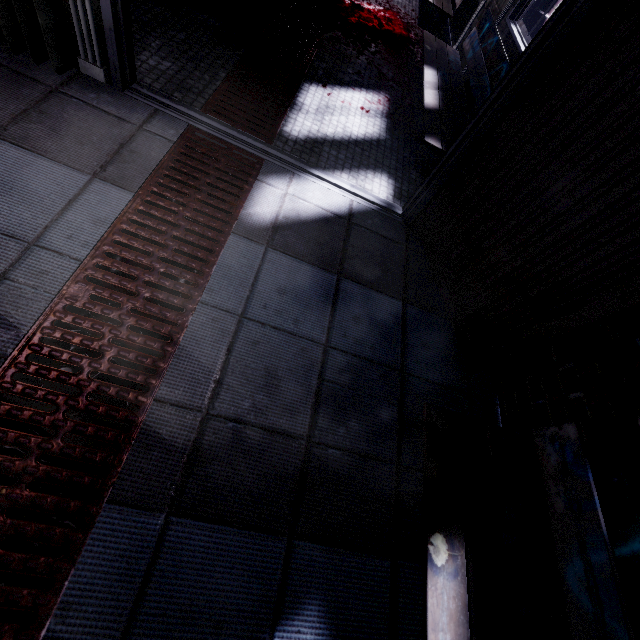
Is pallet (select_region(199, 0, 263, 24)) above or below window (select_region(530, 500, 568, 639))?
below

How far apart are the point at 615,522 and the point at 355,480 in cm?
70

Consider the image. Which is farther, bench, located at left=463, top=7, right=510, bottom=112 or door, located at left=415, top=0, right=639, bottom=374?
bench, located at left=463, top=7, right=510, bottom=112

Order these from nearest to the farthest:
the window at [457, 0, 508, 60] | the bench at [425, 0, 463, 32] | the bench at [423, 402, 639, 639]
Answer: the bench at [423, 402, 639, 639] → the window at [457, 0, 508, 60] → the bench at [425, 0, 463, 32]

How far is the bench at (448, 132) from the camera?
2.1 meters

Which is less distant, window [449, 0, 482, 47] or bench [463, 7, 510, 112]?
bench [463, 7, 510, 112]

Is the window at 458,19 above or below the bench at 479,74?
below
